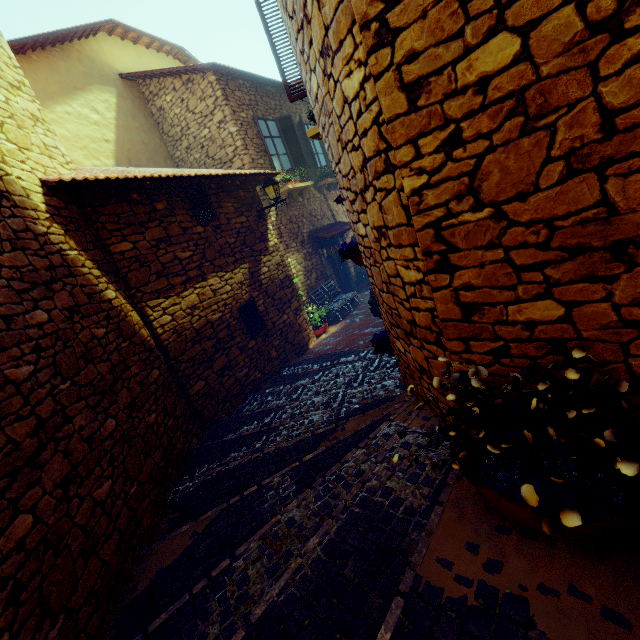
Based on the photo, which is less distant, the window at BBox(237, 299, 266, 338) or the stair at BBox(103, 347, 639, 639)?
the stair at BBox(103, 347, 639, 639)

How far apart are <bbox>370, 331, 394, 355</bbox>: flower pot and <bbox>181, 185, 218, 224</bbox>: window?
3.9m

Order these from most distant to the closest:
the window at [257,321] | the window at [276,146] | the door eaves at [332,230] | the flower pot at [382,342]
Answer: the door eaves at [332,230] → the window at [276,146] → the window at [257,321] → the flower pot at [382,342]

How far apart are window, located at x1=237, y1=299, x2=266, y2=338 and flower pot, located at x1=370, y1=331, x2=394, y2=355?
2.71m

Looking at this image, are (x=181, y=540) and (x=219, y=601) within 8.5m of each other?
yes

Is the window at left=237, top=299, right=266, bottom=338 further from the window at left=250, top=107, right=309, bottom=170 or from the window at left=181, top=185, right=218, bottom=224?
the window at left=250, top=107, right=309, bottom=170

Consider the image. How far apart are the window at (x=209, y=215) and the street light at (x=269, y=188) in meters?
1.3

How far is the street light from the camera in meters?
7.3
